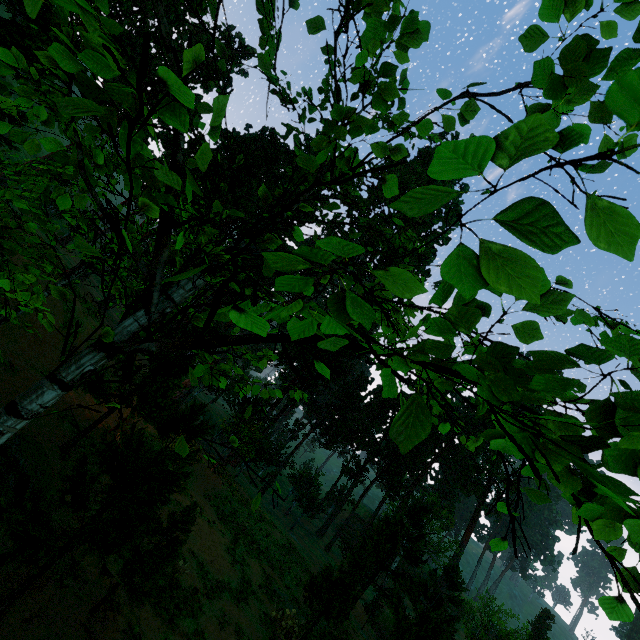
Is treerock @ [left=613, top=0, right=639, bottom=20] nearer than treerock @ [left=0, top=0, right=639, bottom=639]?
No

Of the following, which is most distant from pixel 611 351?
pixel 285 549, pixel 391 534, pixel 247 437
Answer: pixel 285 549

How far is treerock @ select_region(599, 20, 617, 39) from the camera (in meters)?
2.92

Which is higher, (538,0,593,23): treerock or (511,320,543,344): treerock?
(538,0,593,23): treerock

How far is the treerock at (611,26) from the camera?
2.9 meters

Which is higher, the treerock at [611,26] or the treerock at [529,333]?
the treerock at [611,26]
